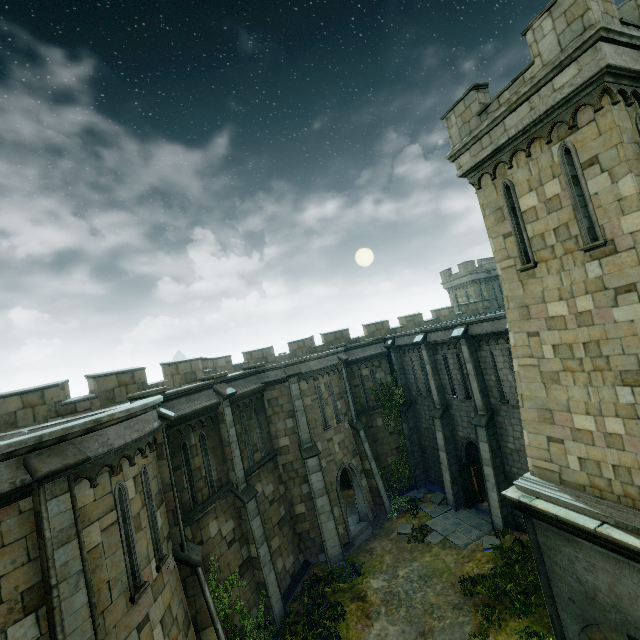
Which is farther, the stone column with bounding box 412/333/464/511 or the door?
the stone column with bounding box 412/333/464/511

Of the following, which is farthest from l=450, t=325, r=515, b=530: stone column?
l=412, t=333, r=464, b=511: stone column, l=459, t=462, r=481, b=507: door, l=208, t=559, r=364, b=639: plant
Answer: l=208, t=559, r=364, b=639: plant

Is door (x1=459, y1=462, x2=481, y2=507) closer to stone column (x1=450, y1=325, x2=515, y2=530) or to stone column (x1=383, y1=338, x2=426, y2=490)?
stone column (x1=450, y1=325, x2=515, y2=530)

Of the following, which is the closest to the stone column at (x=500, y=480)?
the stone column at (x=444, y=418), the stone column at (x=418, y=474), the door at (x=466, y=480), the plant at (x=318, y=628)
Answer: the door at (x=466, y=480)

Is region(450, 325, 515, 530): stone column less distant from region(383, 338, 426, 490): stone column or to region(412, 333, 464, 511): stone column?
region(412, 333, 464, 511): stone column

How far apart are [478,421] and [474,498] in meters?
5.2 m

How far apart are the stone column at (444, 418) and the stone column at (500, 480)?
2.31m

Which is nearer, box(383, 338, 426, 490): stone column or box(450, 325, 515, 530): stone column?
box(450, 325, 515, 530): stone column
